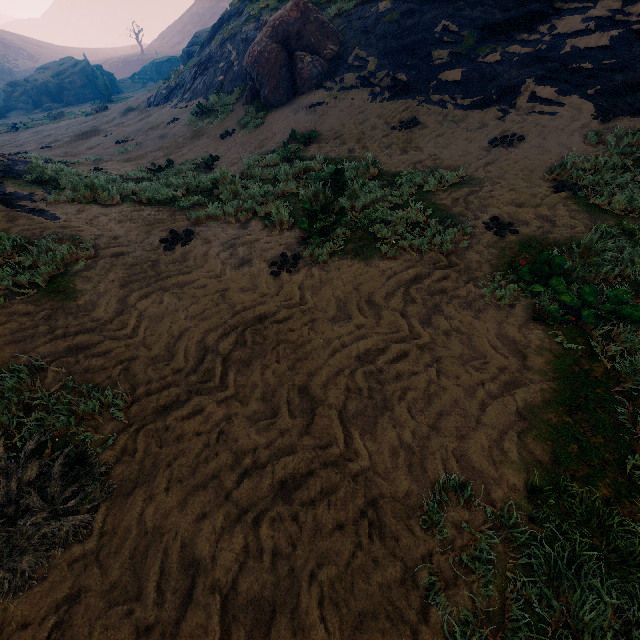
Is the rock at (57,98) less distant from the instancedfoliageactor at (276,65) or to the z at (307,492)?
the z at (307,492)

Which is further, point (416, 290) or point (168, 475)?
point (416, 290)

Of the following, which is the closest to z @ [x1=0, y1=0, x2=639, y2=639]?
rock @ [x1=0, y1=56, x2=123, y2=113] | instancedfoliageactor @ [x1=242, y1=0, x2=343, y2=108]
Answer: instancedfoliageactor @ [x1=242, y1=0, x2=343, y2=108]

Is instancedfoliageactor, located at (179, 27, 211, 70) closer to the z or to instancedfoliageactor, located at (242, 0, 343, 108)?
the z

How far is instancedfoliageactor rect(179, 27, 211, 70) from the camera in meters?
33.3 m

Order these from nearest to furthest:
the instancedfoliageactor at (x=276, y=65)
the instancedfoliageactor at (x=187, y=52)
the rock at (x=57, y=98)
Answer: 1. the instancedfoliageactor at (x=276, y=65)
2. the instancedfoliageactor at (x=187, y=52)
3. the rock at (x=57, y=98)

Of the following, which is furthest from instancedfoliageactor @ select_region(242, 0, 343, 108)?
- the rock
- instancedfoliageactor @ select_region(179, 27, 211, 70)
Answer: the rock

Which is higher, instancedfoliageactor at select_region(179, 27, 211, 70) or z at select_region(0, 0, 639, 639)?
instancedfoliageactor at select_region(179, 27, 211, 70)
